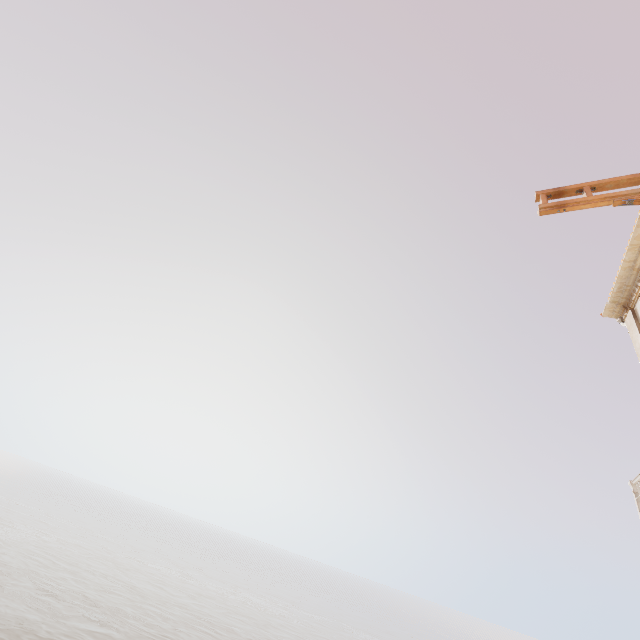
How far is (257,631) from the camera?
50.41m

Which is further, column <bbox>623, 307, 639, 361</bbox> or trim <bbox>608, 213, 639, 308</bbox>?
column <bbox>623, 307, 639, 361</bbox>

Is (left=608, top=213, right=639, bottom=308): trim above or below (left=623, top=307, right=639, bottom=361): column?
above

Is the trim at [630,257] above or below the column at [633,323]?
above

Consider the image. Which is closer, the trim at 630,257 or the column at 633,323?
the trim at 630,257
